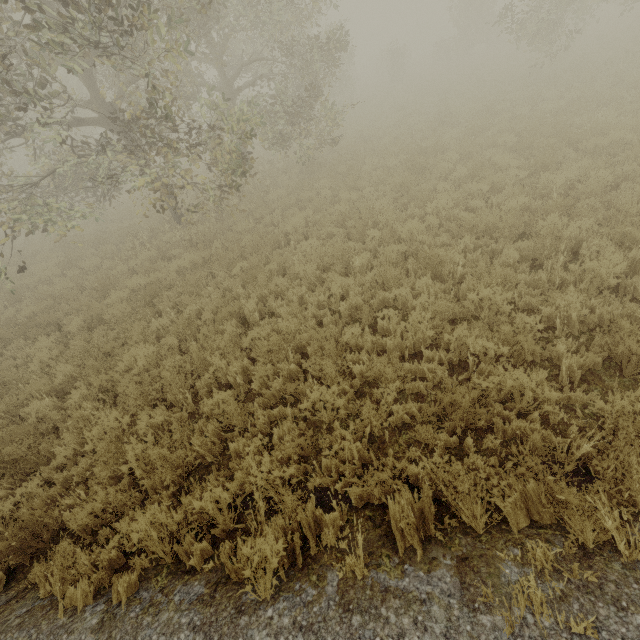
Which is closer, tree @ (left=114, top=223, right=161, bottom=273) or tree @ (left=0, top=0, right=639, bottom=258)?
tree @ (left=0, top=0, right=639, bottom=258)

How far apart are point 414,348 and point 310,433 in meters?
2.2

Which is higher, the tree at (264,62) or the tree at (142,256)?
the tree at (264,62)

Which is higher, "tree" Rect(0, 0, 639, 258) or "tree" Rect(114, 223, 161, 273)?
"tree" Rect(0, 0, 639, 258)

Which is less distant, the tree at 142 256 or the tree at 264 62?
the tree at 264 62

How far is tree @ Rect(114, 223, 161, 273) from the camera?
10.50m
